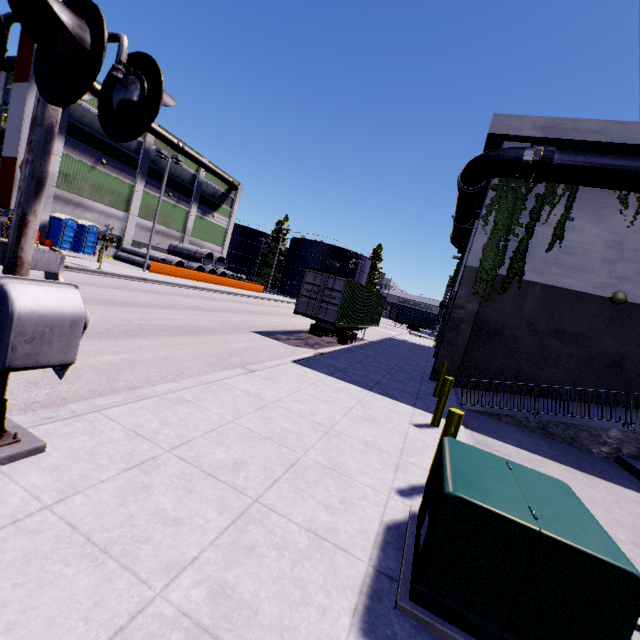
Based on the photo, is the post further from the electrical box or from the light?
the light

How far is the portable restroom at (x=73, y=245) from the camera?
27.34m

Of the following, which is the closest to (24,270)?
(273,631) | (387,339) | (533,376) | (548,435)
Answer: (273,631)

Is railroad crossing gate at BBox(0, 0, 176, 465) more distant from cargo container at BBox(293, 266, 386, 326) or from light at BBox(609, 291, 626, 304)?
light at BBox(609, 291, 626, 304)

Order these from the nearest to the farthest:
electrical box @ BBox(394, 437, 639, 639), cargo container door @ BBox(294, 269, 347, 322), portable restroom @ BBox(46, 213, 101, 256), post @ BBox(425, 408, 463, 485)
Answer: electrical box @ BBox(394, 437, 639, 639) → post @ BBox(425, 408, 463, 485) → cargo container door @ BBox(294, 269, 347, 322) → portable restroom @ BBox(46, 213, 101, 256)

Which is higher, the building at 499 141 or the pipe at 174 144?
the pipe at 174 144

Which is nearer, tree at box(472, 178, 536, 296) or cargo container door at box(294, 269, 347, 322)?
tree at box(472, 178, 536, 296)

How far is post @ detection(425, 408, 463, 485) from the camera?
4.45m
